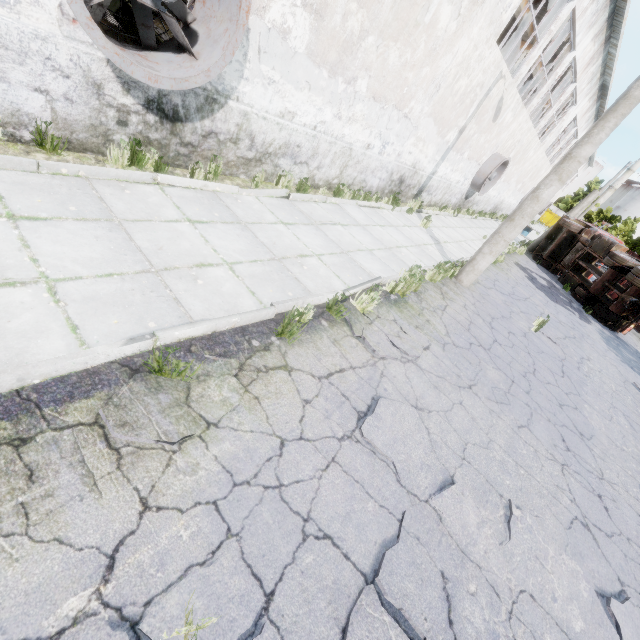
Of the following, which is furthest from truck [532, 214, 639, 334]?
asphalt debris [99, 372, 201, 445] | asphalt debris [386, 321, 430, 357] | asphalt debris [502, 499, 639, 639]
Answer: asphalt debris [99, 372, 201, 445]

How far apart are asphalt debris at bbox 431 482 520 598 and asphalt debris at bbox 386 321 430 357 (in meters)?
1.92

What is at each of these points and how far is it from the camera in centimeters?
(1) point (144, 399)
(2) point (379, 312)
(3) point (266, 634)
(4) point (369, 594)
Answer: (1) asphalt debris, 254cm
(2) asphalt debris, 551cm
(3) asphalt debris, 192cm
(4) asphalt debris, 233cm

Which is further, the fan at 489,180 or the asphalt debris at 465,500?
the fan at 489,180

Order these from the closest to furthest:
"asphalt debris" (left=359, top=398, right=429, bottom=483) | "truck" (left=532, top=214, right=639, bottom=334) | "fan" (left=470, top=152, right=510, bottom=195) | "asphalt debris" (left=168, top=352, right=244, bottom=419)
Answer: "asphalt debris" (left=168, top=352, right=244, bottom=419) < "asphalt debris" (left=359, top=398, right=429, bottom=483) < "truck" (left=532, top=214, right=639, bottom=334) < "fan" (left=470, top=152, right=510, bottom=195)

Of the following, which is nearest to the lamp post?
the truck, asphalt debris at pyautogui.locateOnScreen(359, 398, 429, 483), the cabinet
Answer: asphalt debris at pyautogui.locateOnScreen(359, 398, 429, 483)

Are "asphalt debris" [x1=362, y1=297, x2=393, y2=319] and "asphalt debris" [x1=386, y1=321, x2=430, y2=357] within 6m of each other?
yes

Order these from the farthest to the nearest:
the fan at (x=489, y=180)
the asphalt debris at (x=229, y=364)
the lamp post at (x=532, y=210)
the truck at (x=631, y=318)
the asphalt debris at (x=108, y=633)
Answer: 1. the fan at (x=489, y=180)
2. the truck at (x=631, y=318)
3. the lamp post at (x=532, y=210)
4. the asphalt debris at (x=229, y=364)
5. the asphalt debris at (x=108, y=633)
